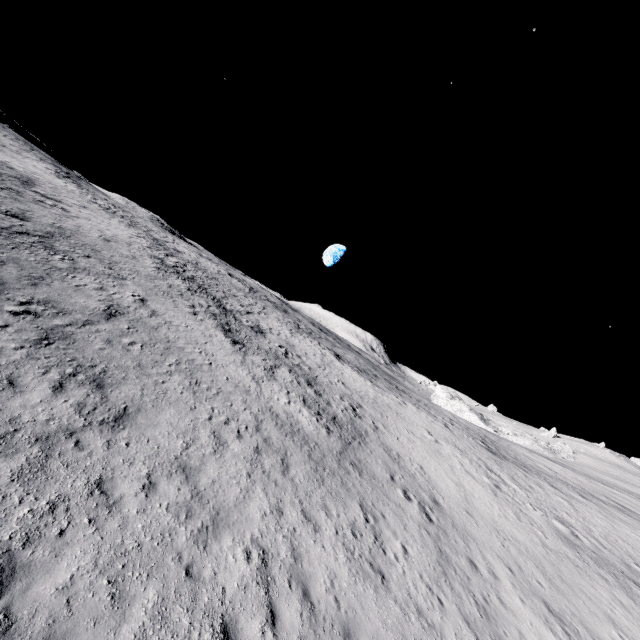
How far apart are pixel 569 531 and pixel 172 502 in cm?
2392
